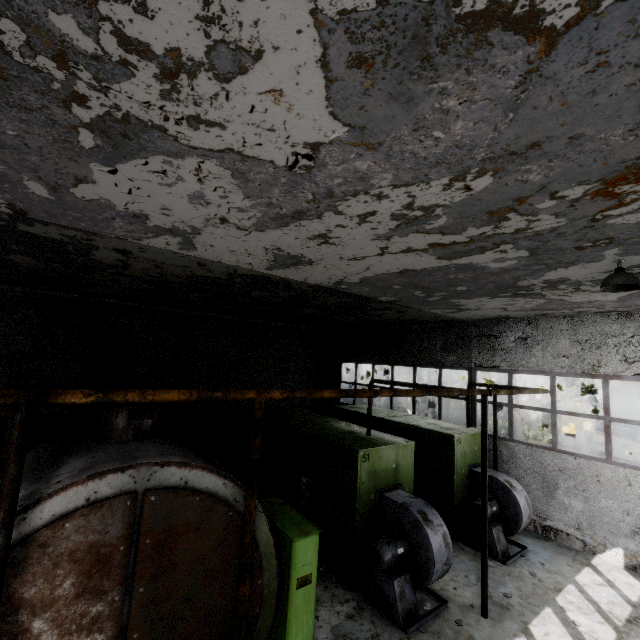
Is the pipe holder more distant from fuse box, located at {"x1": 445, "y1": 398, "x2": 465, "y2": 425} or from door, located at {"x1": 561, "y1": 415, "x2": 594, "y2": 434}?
door, located at {"x1": 561, "y1": 415, "x2": 594, "y2": 434}

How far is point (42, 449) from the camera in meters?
4.5 m

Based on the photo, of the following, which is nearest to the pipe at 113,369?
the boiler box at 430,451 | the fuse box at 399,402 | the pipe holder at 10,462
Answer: the fuse box at 399,402

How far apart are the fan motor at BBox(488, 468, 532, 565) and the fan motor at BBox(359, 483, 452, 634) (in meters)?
2.43

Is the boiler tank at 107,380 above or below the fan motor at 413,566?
above

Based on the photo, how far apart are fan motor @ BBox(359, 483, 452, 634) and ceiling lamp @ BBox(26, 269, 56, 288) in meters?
9.7

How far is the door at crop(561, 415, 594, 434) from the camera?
26.5m

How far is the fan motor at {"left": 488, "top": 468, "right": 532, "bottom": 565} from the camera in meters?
8.6 m
